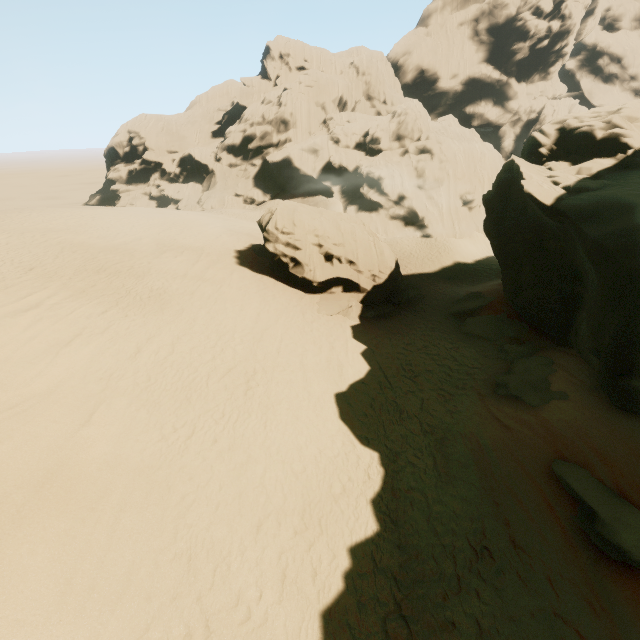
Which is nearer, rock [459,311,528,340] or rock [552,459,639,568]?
rock [552,459,639,568]

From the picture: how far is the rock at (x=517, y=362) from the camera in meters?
11.3 m

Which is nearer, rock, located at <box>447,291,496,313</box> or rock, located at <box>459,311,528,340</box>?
rock, located at <box>459,311,528,340</box>

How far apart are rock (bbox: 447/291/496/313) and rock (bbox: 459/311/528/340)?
0.8 meters

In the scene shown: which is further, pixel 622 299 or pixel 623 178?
pixel 623 178

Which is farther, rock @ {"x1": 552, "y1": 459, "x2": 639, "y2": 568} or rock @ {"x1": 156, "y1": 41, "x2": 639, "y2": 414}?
rock @ {"x1": 156, "y1": 41, "x2": 639, "y2": 414}

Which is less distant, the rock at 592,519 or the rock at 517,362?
the rock at 592,519

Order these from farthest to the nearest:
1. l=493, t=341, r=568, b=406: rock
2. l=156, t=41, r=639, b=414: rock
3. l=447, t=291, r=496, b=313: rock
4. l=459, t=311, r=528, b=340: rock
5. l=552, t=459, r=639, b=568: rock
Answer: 1. l=447, t=291, r=496, b=313: rock
2. l=459, t=311, r=528, b=340: rock
3. l=493, t=341, r=568, b=406: rock
4. l=156, t=41, r=639, b=414: rock
5. l=552, t=459, r=639, b=568: rock
